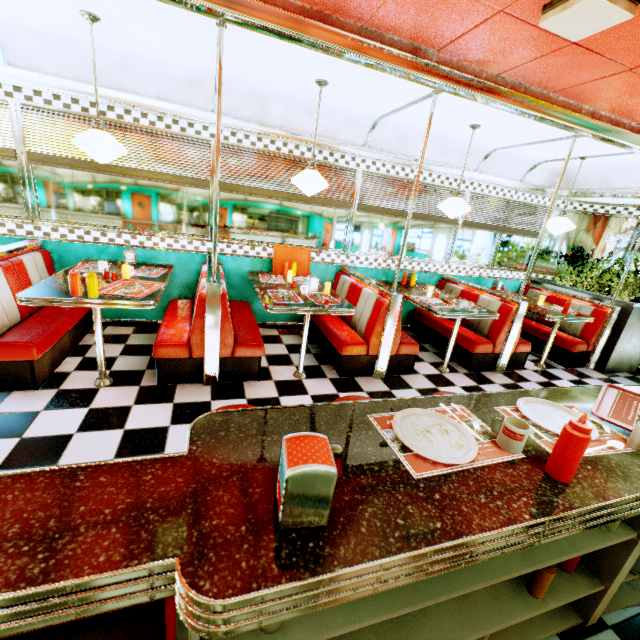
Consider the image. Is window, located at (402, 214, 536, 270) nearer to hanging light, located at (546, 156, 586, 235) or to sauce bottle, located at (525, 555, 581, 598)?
hanging light, located at (546, 156, 586, 235)

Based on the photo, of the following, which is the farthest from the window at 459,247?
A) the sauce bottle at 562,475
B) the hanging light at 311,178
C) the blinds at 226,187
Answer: the sauce bottle at 562,475

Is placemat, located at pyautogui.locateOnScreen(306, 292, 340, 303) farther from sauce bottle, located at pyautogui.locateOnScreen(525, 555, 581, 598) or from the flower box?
the flower box

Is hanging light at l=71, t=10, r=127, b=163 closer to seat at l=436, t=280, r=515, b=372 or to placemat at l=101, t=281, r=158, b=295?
placemat at l=101, t=281, r=158, b=295

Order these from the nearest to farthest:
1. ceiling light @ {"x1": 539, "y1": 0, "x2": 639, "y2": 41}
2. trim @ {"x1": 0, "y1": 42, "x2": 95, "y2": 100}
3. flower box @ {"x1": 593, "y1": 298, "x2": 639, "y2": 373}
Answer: ceiling light @ {"x1": 539, "y1": 0, "x2": 639, "y2": 41} < trim @ {"x1": 0, "y1": 42, "x2": 95, "y2": 100} < flower box @ {"x1": 593, "y1": 298, "x2": 639, "y2": 373}

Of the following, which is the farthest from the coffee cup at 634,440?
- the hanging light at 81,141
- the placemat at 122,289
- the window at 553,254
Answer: the window at 553,254

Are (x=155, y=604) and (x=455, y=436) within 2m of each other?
yes

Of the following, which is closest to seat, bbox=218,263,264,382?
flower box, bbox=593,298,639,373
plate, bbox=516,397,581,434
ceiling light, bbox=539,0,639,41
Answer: plate, bbox=516,397,581,434
